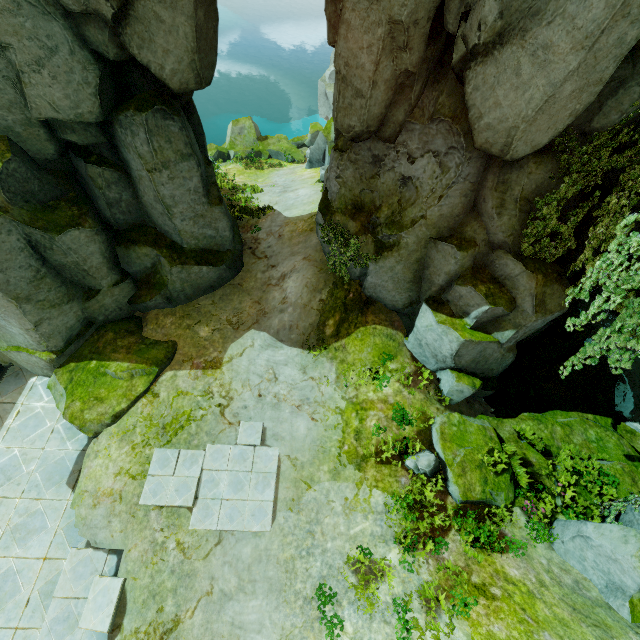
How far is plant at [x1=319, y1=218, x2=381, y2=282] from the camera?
10.63m

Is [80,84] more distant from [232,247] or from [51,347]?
[51,347]

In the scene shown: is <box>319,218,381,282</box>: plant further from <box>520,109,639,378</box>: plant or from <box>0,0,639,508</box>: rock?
<box>520,109,639,378</box>: plant

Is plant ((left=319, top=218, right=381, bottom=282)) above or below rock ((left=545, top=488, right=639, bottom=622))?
above

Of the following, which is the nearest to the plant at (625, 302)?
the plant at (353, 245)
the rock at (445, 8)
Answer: the rock at (445, 8)

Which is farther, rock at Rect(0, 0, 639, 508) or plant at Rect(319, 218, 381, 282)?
plant at Rect(319, 218, 381, 282)

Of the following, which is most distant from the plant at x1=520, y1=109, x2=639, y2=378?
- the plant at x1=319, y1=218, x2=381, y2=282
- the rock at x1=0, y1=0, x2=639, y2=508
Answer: the plant at x1=319, y1=218, x2=381, y2=282

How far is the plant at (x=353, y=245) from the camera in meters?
10.6
